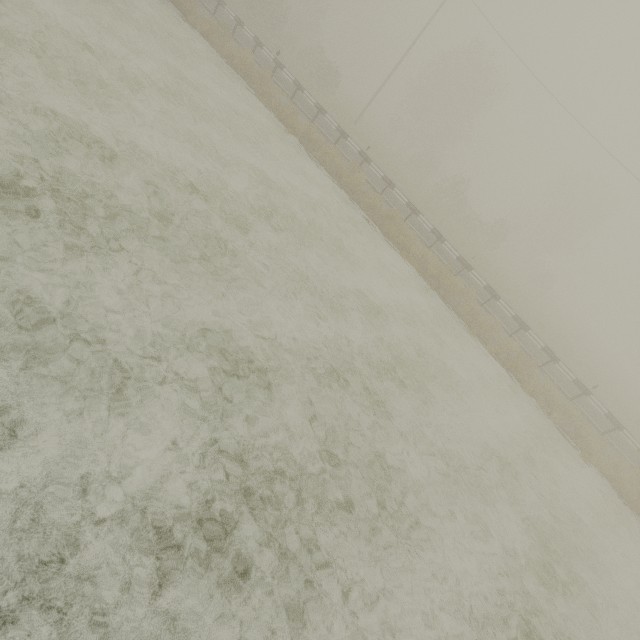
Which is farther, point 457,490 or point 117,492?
point 457,490
